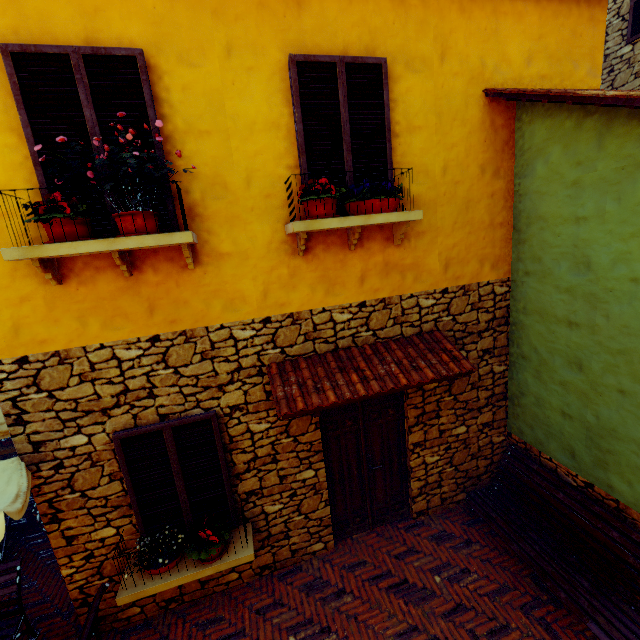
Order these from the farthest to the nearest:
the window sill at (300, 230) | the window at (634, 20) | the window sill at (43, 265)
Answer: the window at (634, 20) < the window sill at (300, 230) < the window sill at (43, 265)

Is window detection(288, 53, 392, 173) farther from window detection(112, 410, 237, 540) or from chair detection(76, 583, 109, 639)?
chair detection(76, 583, 109, 639)

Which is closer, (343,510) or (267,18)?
(267,18)

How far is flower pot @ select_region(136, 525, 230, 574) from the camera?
3.68m

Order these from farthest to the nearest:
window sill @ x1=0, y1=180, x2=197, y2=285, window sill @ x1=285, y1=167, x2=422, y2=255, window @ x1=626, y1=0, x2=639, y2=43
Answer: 1. window @ x1=626, y1=0, x2=639, y2=43
2. window sill @ x1=285, y1=167, x2=422, y2=255
3. window sill @ x1=0, y1=180, x2=197, y2=285

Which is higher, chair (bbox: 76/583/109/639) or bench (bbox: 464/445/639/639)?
chair (bbox: 76/583/109/639)

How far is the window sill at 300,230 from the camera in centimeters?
334cm

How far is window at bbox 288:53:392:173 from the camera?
3.4m
